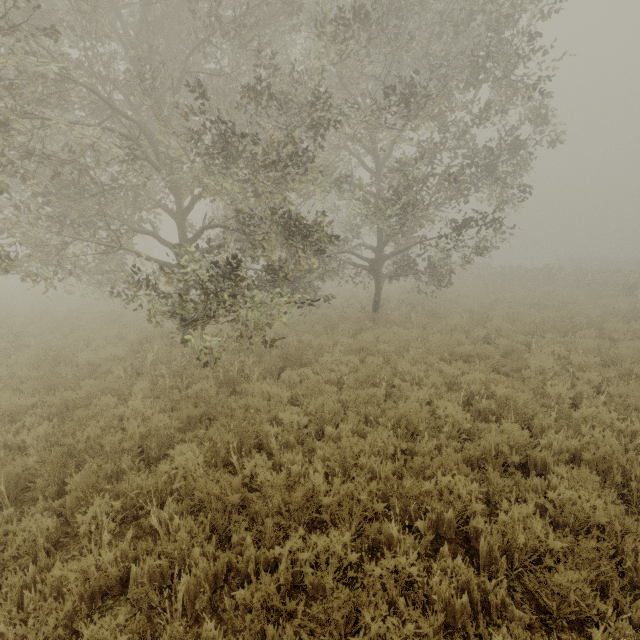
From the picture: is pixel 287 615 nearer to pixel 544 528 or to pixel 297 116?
pixel 544 528
